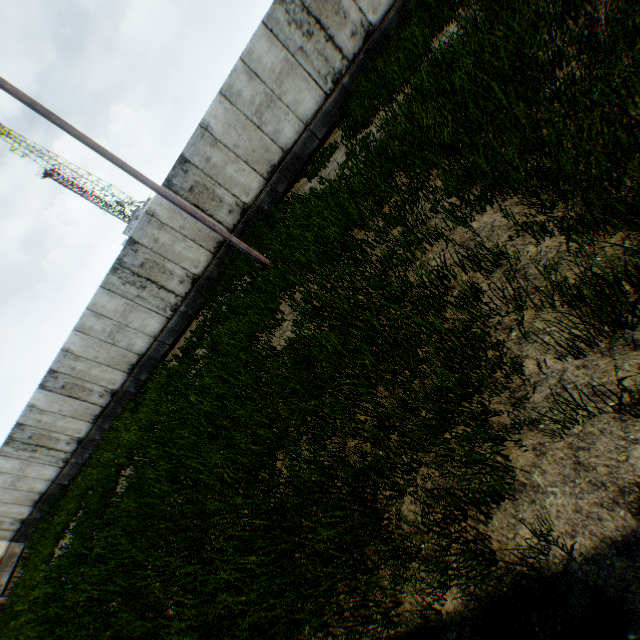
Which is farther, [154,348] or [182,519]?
[154,348]
